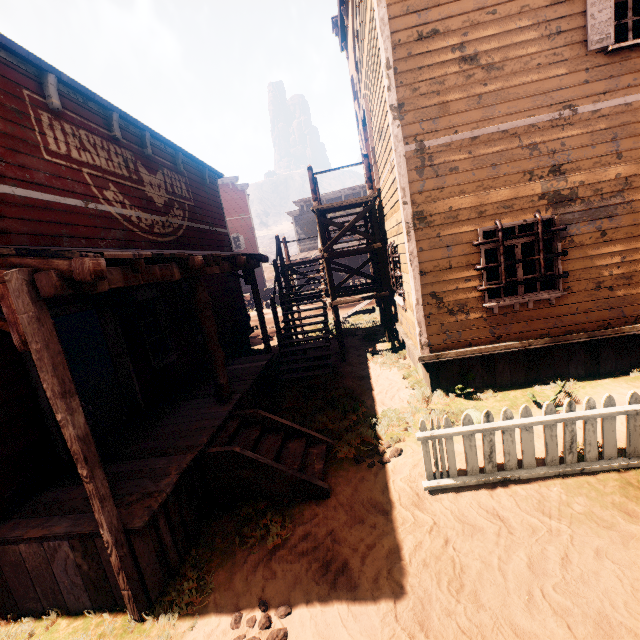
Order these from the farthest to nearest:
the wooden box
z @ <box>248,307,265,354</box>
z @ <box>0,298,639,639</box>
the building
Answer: z @ <box>248,307,265,354</box>
the wooden box
the building
z @ <box>0,298,639,639</box>

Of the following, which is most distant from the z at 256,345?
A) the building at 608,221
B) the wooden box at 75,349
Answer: the wooden box at 75,349

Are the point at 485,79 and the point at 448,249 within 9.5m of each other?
yes

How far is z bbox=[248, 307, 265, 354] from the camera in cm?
1338

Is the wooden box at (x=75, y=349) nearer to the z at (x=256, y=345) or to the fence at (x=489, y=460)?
the z at (x=256, y=345)

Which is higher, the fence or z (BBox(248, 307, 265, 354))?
the fence

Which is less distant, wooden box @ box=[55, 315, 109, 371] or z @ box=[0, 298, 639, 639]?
z @ box=[0, 298, 639, 639]

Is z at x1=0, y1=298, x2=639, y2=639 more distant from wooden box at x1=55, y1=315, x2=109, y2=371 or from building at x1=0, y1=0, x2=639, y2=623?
wooden box at x1=55, y1=315, x2=109, y2=371
